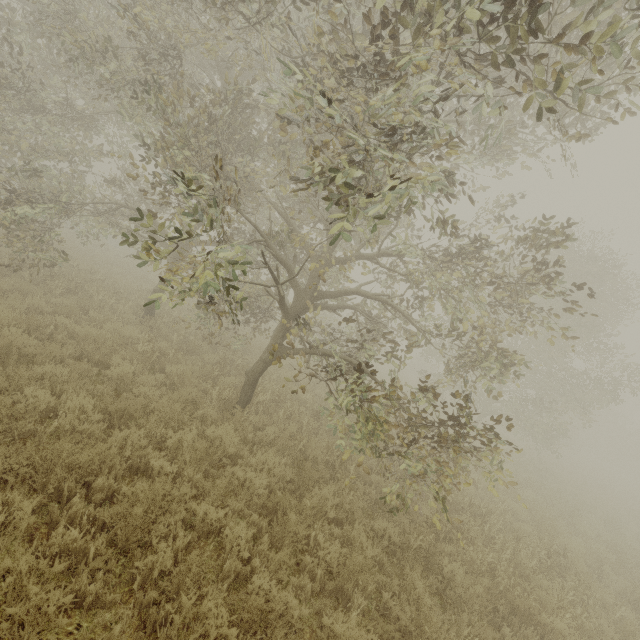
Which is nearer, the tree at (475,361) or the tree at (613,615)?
the tree at (475,361)

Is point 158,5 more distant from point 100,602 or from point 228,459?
point 100,602

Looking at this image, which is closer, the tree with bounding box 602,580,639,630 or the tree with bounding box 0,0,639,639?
the tree with bounding box 0,0,639,639

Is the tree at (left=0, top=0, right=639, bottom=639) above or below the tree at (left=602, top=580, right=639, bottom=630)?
above

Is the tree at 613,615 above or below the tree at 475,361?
below
